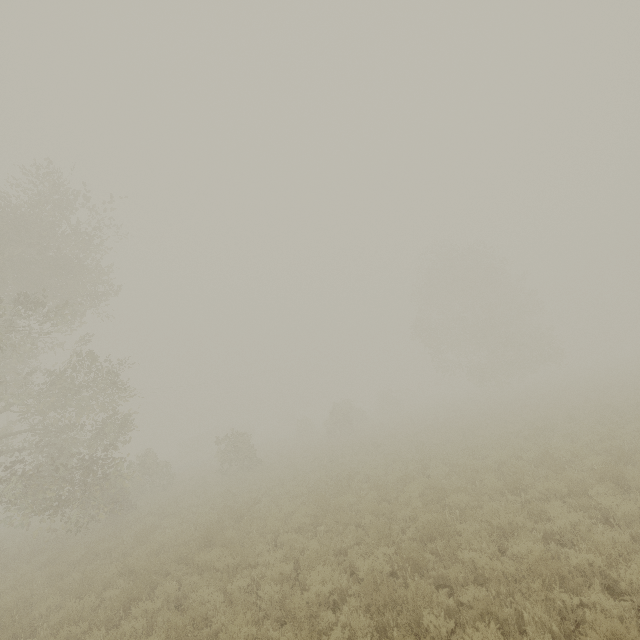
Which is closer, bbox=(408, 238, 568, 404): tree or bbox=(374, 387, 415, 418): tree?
bbox=(408, 238, 568, 404): tree

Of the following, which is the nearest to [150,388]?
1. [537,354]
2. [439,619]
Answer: [439,619]

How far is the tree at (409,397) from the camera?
42.44m

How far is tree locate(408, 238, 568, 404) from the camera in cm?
3338

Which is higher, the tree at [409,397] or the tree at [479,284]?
the tree at [479,284]

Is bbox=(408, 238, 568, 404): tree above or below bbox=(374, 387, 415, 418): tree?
above
